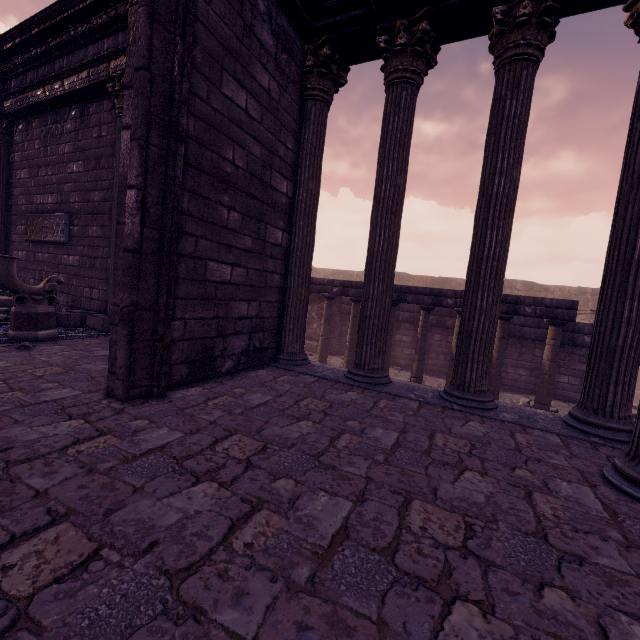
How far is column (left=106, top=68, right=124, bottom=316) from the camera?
6.0m

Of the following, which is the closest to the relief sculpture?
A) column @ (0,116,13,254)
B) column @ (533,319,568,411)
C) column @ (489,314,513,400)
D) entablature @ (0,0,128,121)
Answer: column @ (0,116,13,254)

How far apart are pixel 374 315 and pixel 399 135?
2.54m

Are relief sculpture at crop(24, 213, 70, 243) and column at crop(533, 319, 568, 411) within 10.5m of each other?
no

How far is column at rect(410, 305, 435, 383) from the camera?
9.8m

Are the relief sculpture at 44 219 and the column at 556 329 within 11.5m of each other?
no

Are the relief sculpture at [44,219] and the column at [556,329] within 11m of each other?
no

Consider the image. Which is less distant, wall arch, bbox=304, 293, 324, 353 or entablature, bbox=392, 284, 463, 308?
entablature, bbox=392, 284, 463, 308
